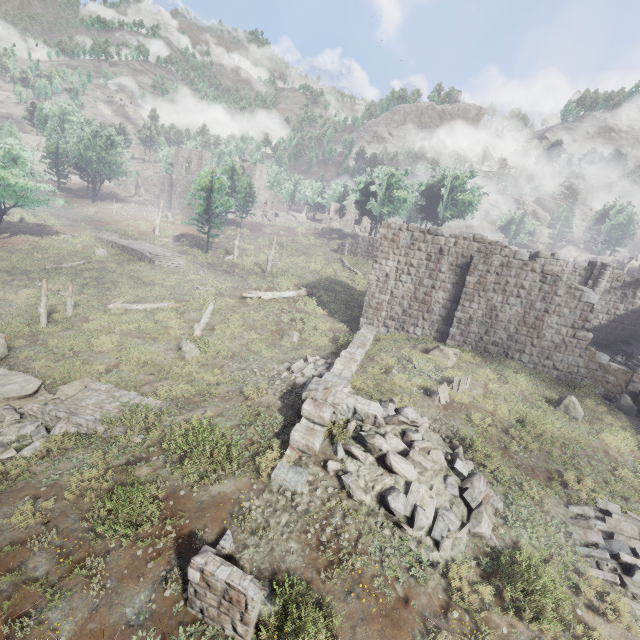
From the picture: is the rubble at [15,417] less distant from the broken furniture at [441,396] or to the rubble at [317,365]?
the rubble at [317,365]

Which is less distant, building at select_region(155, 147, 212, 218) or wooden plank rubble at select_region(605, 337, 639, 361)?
wooden plank rubble at select_region(605, 337, 639, 361)

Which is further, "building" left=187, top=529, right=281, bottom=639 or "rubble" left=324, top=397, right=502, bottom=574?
"rubble" left=324, top=397, right=502, bottom=574

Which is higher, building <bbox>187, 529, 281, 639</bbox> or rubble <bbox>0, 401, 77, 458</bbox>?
building <bbox>187, 529, 281, 639</bbox>

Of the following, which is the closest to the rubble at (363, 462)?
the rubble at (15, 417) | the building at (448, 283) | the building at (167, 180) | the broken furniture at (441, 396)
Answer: the building at (448, 283)

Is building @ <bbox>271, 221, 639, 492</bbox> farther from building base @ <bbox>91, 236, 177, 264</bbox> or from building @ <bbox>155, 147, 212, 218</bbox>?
building @ <bbox>155, 147, 212, 218</bbox>

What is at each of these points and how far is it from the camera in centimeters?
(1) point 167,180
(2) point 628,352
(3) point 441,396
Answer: (1) building, 5866cm
(2) wooden plank rubble, 2248cm
(3) broken furniture, 1243cm

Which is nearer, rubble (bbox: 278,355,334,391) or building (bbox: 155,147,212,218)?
rubble (bbox: 278,355,334,391)
